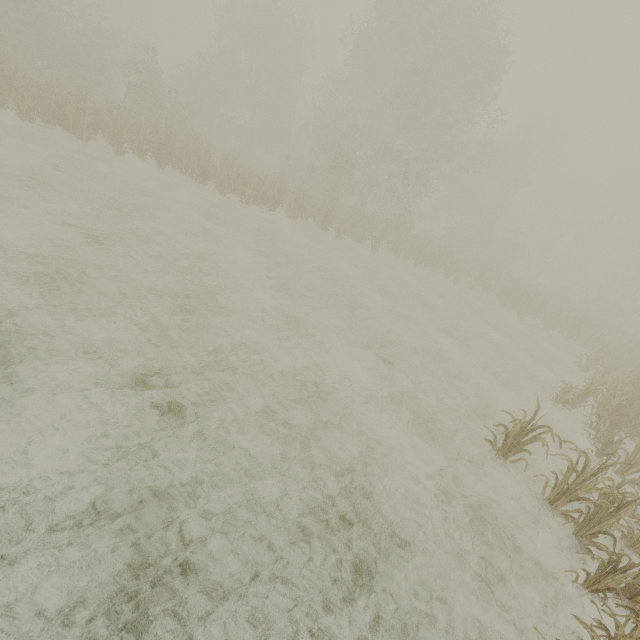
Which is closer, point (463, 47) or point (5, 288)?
point (5, 288)
